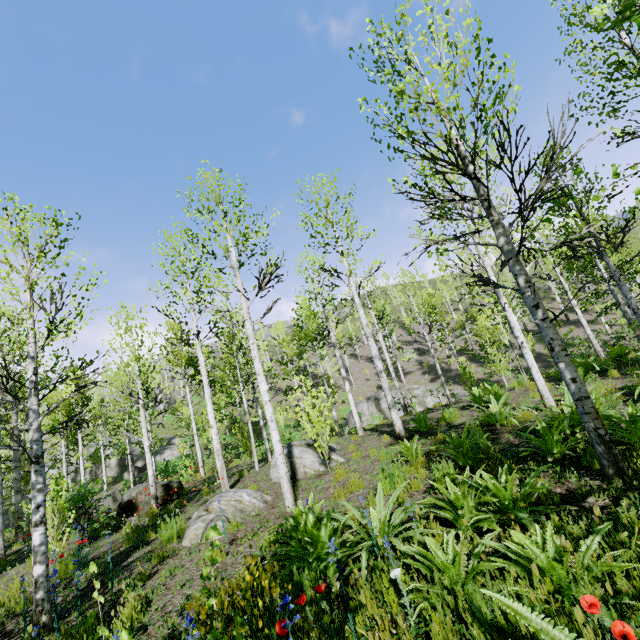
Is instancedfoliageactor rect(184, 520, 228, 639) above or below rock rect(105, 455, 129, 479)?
below

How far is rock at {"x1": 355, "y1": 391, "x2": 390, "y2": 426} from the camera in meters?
24.0 m

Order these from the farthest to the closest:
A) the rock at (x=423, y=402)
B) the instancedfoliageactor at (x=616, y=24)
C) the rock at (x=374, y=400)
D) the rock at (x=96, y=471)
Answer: the rock at (x=96, y=471) → the rock at (x=374, y=400) → the rock at (x=423, y=402) → the instancedfoliageactor at (x=616, y=24)

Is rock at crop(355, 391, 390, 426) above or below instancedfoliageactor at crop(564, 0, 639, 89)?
below

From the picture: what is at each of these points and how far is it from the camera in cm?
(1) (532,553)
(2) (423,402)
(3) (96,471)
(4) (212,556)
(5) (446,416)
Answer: (1) instancedfoliageactor, 236
(2) rock, 2336
(3) rock, 3691
(4) instancedfoliageactor, 256
(5) instancedfoliageactor, 981

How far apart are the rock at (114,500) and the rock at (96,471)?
31.8 meters

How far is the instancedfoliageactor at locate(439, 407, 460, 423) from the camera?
9.6m

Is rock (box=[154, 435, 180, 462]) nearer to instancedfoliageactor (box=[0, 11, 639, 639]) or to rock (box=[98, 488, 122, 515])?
instancedfoliageactor (box=[0, 11, 639, 639])
